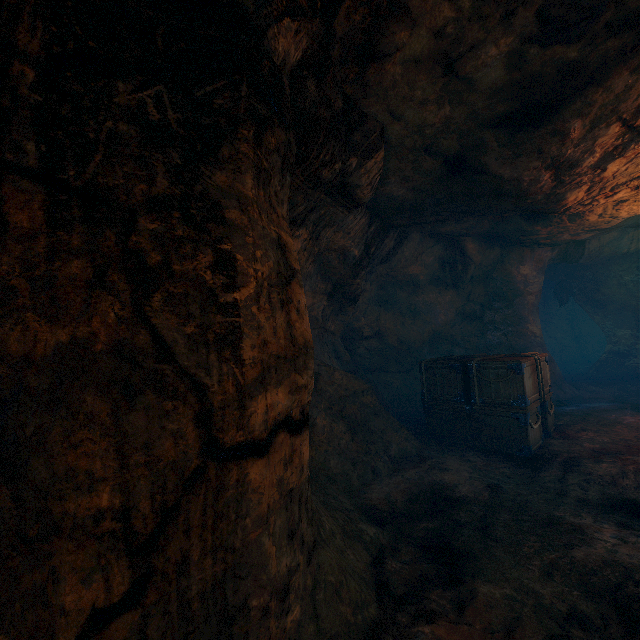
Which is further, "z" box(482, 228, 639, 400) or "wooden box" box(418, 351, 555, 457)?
"z" box(482, 228, 639, 400)

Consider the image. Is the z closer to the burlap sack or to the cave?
the burlap sack

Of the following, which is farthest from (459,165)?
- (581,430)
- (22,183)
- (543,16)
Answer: (581,430)

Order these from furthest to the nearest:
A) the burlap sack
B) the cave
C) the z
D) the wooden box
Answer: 1. the z
2. the wooden box
3. the burlap sack
4. the cave

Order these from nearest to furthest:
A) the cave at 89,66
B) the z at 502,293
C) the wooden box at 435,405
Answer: the cave at 89,66, the wooden box at 435,405, the z at 502,293

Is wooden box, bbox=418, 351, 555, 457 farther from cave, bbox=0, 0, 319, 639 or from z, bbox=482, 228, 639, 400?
cave, bbox=0, 0, 319, 639

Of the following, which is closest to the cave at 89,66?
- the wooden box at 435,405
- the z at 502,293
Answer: the wooden box at 435,405

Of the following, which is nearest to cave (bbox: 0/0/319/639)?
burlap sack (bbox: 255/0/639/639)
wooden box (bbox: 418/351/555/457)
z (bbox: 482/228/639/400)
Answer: burlap sack (bbox: 255/0/639/639)
